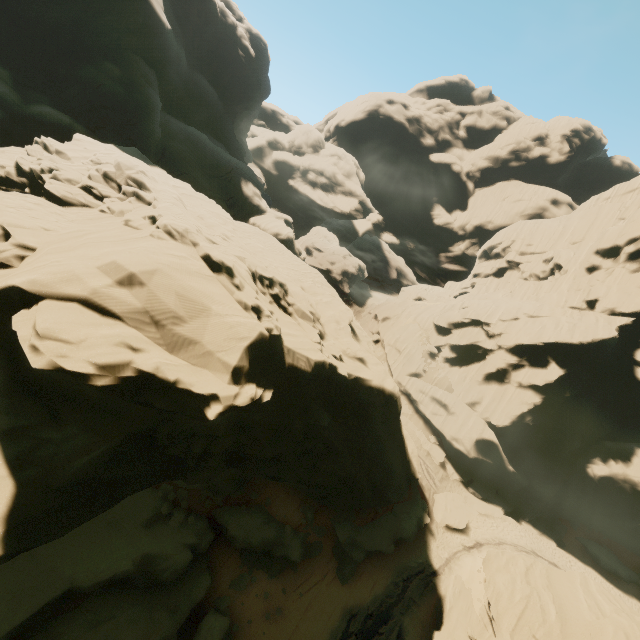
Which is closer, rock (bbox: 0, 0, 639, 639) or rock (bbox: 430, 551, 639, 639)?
rock (bbox: 0, 0, 639, 639)

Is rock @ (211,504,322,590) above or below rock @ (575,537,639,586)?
below

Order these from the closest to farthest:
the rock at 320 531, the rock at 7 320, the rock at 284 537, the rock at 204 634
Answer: the rock at 7 320, the rock at 204 634, the rock at 284 537, the rock at 320 531

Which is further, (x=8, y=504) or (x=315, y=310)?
(x=315, y=310)

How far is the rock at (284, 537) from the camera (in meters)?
19.08
